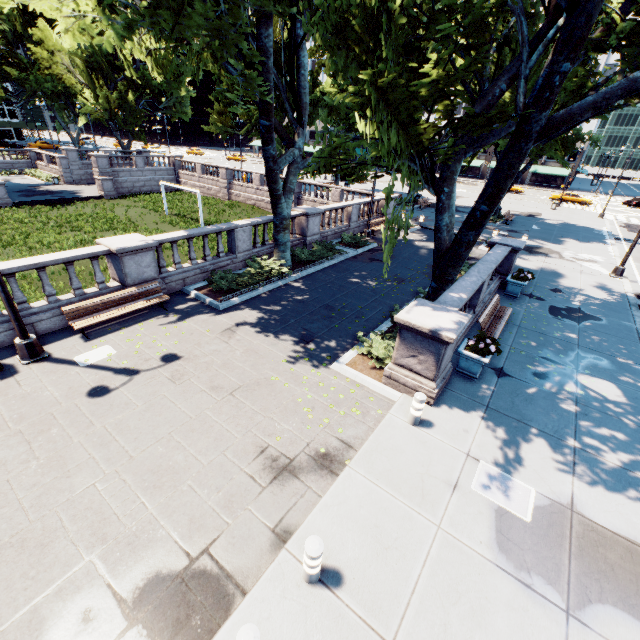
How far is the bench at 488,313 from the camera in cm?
1056

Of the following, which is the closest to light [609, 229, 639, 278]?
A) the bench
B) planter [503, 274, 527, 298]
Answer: planter [503, 274, 527, 298]

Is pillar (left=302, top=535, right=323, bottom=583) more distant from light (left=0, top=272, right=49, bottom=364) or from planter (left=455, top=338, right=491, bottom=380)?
light (left=0, top=272, right=49, bottom=364)

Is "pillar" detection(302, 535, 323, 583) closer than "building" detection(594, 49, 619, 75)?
Yes

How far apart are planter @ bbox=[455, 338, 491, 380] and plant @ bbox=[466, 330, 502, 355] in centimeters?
3cm

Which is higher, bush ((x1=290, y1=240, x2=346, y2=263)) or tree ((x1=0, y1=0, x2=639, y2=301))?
tree ((x1=0, y1=0, x2=639, y2=301))

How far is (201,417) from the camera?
7.4 meters

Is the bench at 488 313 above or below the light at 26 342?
above
